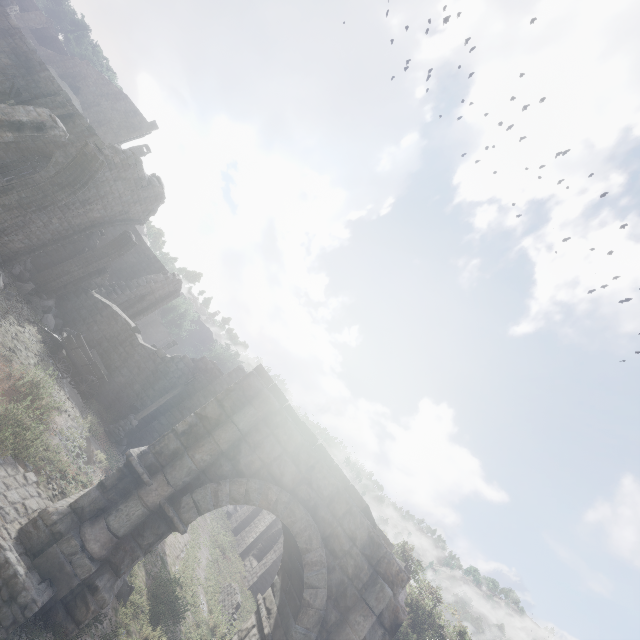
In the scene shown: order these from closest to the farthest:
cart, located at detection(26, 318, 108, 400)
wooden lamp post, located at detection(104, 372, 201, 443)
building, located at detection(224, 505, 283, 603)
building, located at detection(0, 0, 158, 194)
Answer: cart, located at detection(26, 318, 108, 400) → wooden lamp post, located at detection(104, 372, 201, 443) → building, located at detection(0, 0, 158, 194) → building, located at detection(224, 505, 283, 603)

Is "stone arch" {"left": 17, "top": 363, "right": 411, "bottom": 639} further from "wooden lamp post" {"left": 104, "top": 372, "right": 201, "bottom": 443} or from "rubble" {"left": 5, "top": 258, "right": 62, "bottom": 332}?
"rubble" {"left": 5, "top": 258, "right": 62, "bottom": 332}

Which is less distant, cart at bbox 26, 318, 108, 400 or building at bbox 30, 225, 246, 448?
cart at bbox 26, 318, 108, 400

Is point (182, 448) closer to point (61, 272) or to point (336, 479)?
point (336, 479)

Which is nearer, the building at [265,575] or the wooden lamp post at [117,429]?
the wooden lamp post at [117,429]

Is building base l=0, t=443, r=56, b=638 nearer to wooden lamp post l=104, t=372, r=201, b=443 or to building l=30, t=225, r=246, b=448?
wooden lamp post l=104, t=372, r=201, b=443

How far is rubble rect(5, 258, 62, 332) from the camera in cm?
1508

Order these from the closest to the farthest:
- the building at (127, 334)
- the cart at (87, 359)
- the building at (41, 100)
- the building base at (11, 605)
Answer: the building base at (11, 605), the cart at (87, 359), the building at (127, 334), the building at (41, 100)
